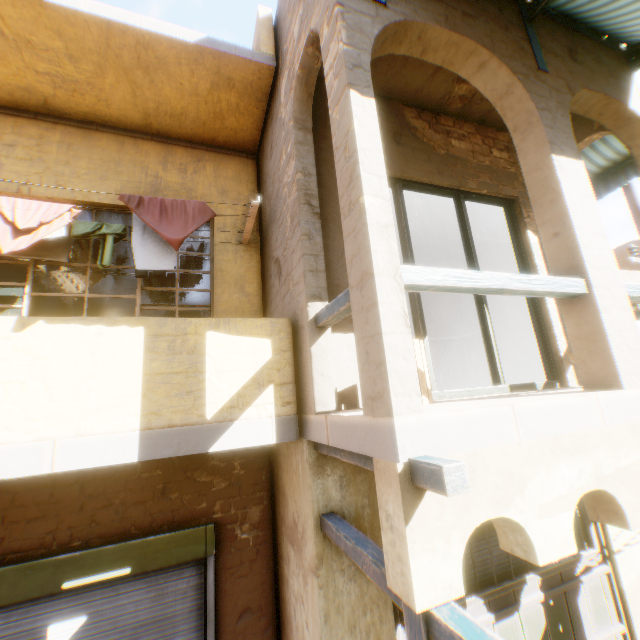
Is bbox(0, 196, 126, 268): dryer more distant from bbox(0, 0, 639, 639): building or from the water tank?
the water tank

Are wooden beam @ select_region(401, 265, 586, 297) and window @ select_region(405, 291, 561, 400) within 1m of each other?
no

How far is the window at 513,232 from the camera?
4.6m

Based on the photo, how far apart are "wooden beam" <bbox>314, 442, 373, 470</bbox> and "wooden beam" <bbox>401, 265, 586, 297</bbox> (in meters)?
1.07

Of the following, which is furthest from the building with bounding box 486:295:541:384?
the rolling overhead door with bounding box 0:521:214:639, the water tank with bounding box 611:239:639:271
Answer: the water tank with bounding box 611:239:639:271

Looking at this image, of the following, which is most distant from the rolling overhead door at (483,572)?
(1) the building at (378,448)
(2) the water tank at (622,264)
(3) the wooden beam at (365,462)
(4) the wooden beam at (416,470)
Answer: (2) the water tank at (622,264)

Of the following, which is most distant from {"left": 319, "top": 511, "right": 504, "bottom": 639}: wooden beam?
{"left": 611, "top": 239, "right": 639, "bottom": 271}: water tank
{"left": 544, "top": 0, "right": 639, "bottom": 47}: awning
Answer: {"left": 611, "top": 239, "right": 639, "bottom": 271}: water tank

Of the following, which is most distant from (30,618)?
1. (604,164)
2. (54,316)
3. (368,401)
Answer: (604,164)
